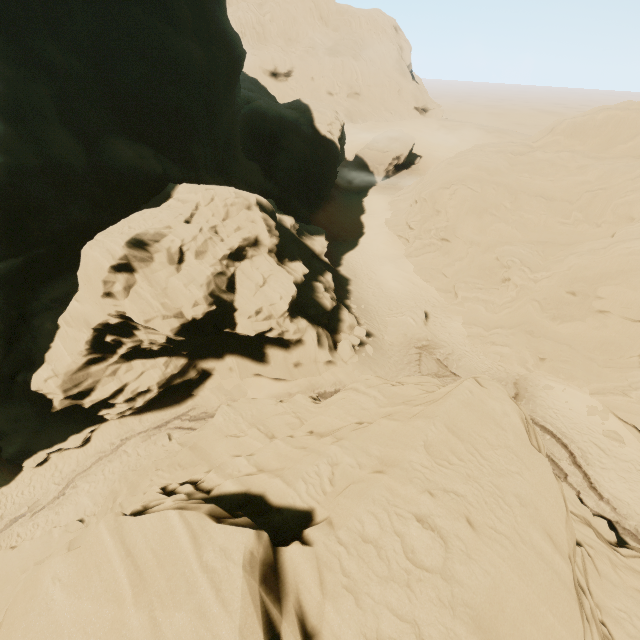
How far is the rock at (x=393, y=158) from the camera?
52.84m

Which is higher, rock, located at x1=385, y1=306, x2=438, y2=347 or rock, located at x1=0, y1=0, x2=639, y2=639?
rock, located at x1=0, y1=0, x2=639, y2=639

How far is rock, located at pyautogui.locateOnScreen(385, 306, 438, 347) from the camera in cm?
2698

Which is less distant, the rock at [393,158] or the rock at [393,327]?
the rock at [393,327]

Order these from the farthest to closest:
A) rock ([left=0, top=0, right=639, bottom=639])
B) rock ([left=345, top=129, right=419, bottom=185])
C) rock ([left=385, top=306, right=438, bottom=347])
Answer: rock ([left=345, top=129, right=419, bottom=185]) < rock ([left=385, top=306, right=438, bottom=347]) < rock ([left=0, top=0, right=639, bottom=639])

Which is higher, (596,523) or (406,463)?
(406,463)

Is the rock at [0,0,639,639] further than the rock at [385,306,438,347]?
No
